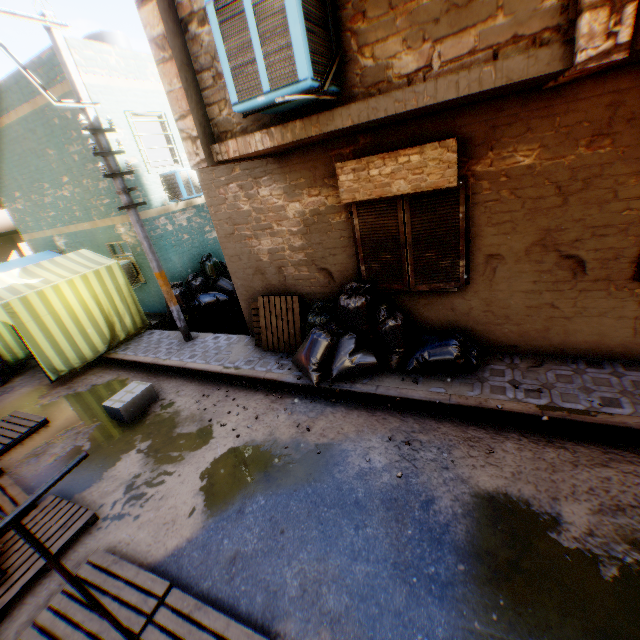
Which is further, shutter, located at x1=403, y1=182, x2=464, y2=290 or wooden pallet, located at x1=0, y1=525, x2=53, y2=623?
shutter, located at x1=403, y1=182, x2=464, y2=290

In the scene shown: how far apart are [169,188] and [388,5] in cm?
867

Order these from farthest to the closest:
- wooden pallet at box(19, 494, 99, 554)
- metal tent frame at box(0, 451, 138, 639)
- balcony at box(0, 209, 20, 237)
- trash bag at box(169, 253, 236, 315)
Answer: balcony at box(0, 209, 20, 237) → trash bag at box(169, 253, 236, 315) → wooden pallet at box(19, 494, 99, 554) → metal tent frame at box(0, 451, 138, 639)

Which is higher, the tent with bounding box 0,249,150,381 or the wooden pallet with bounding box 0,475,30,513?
the tent with bounding box 0,249,150,381

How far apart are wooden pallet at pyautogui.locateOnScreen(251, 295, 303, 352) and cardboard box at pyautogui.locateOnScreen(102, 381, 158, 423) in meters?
1.8 m

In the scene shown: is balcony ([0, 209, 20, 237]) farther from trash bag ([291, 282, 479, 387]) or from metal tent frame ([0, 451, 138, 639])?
metal tent frame ([0, 451, 138, 639])

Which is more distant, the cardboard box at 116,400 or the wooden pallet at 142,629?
the cardboard box at 116,400
